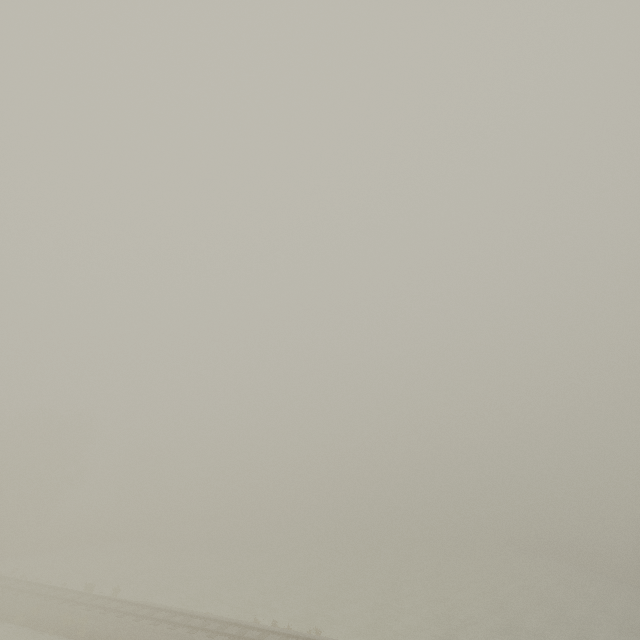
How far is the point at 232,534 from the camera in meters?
59.0 m
